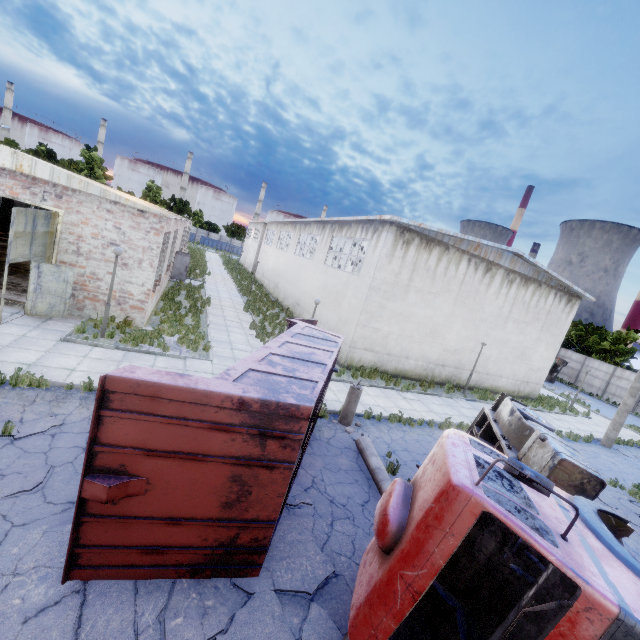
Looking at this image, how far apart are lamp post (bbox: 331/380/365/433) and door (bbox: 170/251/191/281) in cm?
2082

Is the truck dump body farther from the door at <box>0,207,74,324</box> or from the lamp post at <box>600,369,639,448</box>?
the lamp post at <box>600,369,639,448</box>

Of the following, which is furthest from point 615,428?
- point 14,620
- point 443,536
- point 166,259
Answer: point 166,259

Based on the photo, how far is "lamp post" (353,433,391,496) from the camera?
8.1m

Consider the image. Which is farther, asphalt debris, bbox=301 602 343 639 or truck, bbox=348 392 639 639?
asphalt debris, bbox=301 602 343 639

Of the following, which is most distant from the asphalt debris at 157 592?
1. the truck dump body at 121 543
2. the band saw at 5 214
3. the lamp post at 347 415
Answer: the band saw at 5 214

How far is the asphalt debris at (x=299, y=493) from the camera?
6.91m

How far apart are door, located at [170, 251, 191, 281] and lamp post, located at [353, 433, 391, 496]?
22.32m
